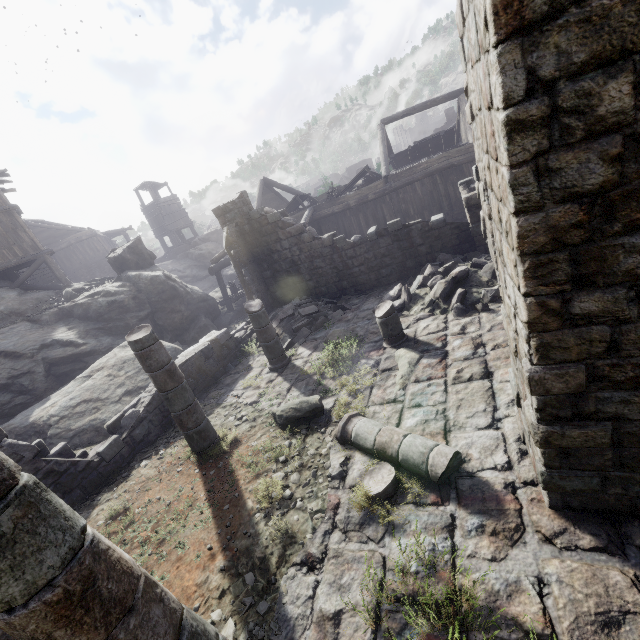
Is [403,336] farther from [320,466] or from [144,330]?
[144,330]

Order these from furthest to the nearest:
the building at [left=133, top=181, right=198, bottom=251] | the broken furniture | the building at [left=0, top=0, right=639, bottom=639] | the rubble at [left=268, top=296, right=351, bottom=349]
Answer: the building at [left=133, top=181, right=198, bottom=251] < the broken furniture < the rubble at [left=268, top=296, right=351, bottom=349] < the building at [left=0, top=0, right=639, bottom=639]

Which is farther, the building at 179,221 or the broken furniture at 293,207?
the building at 179,221

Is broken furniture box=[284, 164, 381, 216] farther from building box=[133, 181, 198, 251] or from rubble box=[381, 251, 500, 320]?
rubble box=[381, 251, 500, 320]

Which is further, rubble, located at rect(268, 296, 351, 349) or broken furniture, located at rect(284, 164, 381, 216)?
broken furniture, located at rect(284, 164, 381, 216)

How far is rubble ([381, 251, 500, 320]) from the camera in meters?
8.8

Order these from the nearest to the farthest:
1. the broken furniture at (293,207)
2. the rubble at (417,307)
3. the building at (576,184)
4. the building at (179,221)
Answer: the building at (576,184) → the rubble at (417,307) → the broken furniture at (293,207) → the building at (179,221)

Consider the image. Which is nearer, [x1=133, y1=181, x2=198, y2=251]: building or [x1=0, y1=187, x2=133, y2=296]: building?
[x1=0, y1=187, x2=133, y2=296]: building
